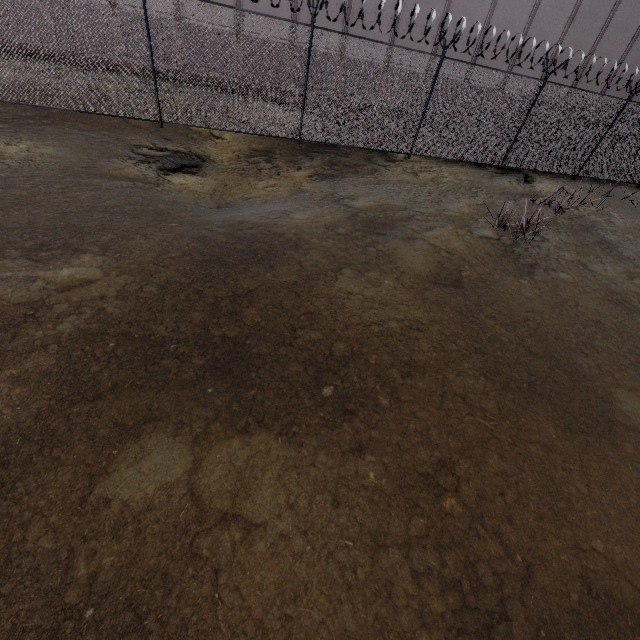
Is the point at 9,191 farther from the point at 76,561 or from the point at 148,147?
the point at 76,561
